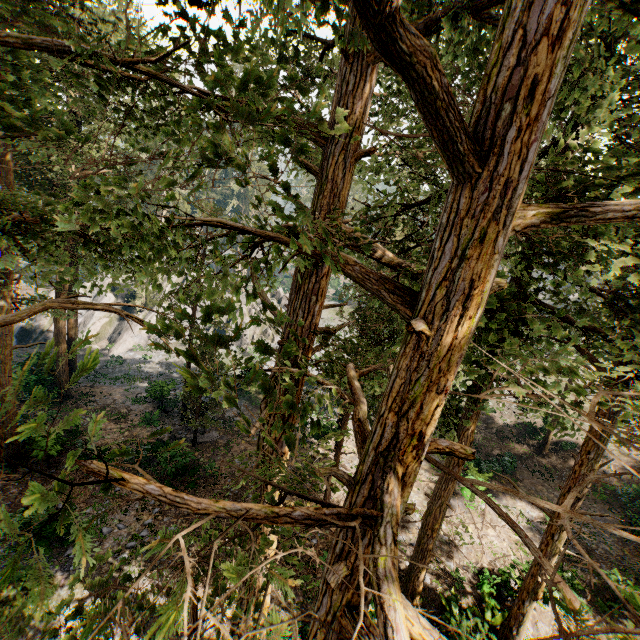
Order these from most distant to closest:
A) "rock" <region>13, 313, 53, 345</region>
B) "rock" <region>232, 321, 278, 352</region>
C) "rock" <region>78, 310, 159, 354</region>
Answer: "rock" <region>232, 321, 278, 352</region>
"rock" <region>78, 310, 159, 354</region>
"rock" <region>13, 313, 53, 345</region>

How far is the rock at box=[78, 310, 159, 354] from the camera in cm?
3478

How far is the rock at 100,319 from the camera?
34.8m

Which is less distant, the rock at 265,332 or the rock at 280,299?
the rock at 265,332

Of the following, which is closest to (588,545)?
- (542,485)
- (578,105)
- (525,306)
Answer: (542,485)
